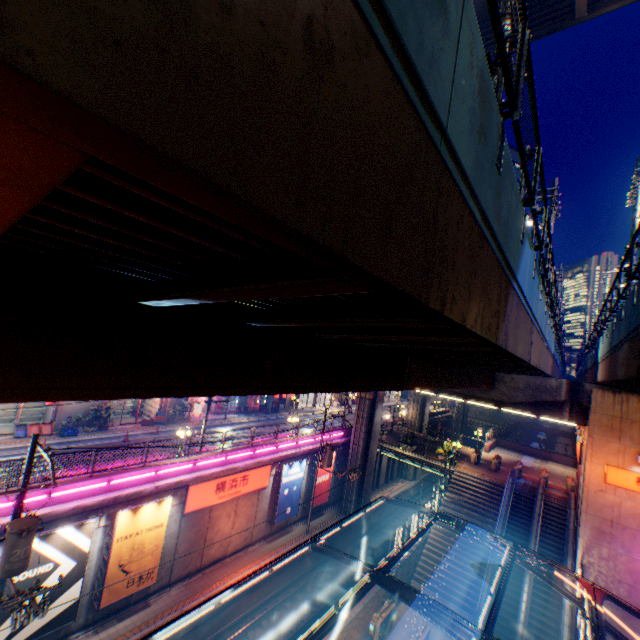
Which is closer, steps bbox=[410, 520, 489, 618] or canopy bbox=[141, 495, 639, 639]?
canopy bbox=[141, 495, 639, 639]

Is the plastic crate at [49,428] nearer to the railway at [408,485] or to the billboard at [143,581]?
the billboard at [143,581]

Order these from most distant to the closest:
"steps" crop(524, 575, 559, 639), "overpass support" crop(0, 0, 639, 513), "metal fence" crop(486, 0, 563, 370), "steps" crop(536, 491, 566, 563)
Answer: "steps" crop(536, 491, 566, 563) < "steps" crop(524, 575, 559, 639) < "metal fence" crop(486, 0, 563, 370) < "overpass support" crop(0, 0, 639, 513)

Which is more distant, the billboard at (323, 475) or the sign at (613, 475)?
the billboard at (323, 475)

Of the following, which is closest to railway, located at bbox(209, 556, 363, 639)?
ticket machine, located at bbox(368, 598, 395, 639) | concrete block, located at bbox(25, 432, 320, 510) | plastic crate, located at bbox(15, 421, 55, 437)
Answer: ticket machine, located at bbox(368, 598, 395, 639)

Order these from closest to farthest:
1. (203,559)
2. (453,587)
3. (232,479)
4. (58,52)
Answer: (58,52) → (203,559) → (453,587) → (232,479)

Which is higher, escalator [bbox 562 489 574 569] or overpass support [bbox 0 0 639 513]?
overpass support [bbox 0 0 639 513]

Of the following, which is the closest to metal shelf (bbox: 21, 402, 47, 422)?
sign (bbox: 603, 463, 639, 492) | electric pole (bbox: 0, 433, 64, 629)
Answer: electric pole (bbox: 0, 433, 64, 629)
